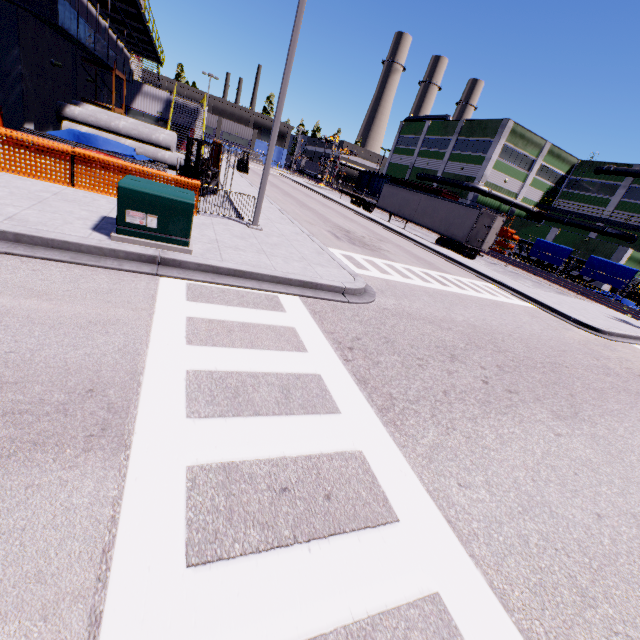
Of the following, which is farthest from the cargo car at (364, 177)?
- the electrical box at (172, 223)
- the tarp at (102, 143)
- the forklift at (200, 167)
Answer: the tarp at (102, 143)

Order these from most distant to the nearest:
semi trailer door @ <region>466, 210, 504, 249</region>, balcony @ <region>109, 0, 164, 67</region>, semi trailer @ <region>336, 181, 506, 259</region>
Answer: semi trailer @ <region>336, 181, 506, 259</region>, semi trailer door @ <region>466, 210, 504, 249</region>, balcony @ <region>109, 0, 164, 67</region>

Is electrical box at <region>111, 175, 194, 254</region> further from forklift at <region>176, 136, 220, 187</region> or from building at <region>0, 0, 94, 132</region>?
forklift at <region>176, 136, 220, 187</region>

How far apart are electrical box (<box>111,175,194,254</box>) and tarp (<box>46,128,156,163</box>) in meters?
11.4

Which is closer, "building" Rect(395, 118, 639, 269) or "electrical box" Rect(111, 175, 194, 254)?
"electrical box" Rect(111, 175, 194, 254)

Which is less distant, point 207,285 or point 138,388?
point 138,388

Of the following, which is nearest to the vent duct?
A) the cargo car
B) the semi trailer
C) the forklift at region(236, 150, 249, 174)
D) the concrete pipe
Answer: the semi trailer

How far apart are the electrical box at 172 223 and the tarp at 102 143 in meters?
11.4
